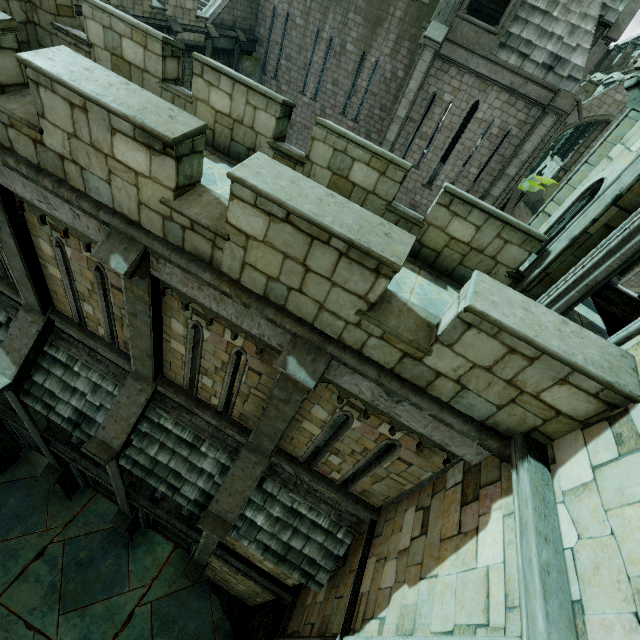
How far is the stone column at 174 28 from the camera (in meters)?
15.31

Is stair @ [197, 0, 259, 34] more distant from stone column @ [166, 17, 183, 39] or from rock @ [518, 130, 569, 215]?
rock @ [518, 130, 569, 215]

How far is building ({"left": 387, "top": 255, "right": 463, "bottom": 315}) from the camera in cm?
594

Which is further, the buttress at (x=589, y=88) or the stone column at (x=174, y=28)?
the buttress at (x=589, y=88)

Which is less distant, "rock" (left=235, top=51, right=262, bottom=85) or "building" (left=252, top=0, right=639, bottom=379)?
"building" (left=252, top=0, right=639, bottom=379)

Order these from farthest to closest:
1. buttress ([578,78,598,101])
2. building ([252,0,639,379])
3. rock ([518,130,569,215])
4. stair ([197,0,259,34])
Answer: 1. buttress ([578,78,598,101])
2. rock ([518,130,569,215])
3. stair ([197,0,259,34])
4. building ([252,0,639,379])

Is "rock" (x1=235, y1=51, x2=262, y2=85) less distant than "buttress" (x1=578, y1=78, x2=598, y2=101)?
Yes

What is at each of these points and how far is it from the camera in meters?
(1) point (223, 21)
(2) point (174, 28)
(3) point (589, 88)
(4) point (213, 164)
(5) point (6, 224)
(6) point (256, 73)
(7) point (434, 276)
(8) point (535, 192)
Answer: (1) stair, 18.5 m
(2) stone column, 15.4 m
(3) buttress, 33.1 m
(4) building, 6.9 m
(5) building, 6.1 m
(6) rock, 21.3 m
(7) building, 6.8 m
(8) rock, 26.2 m
